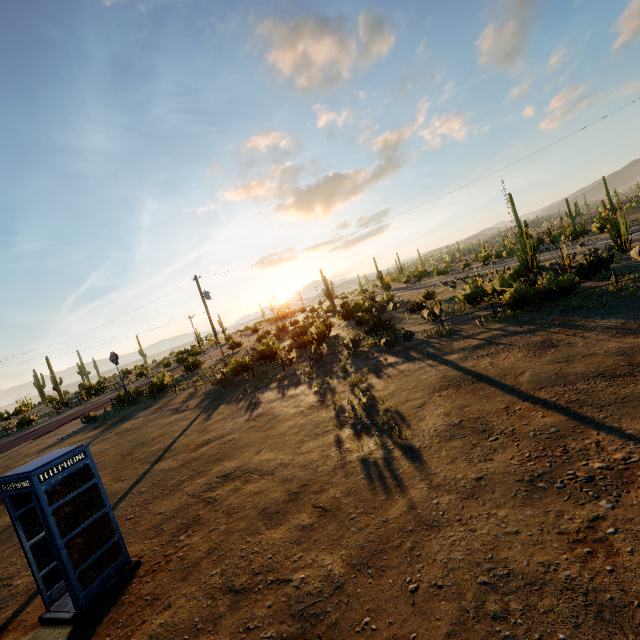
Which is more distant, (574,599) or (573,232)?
(573,232)
